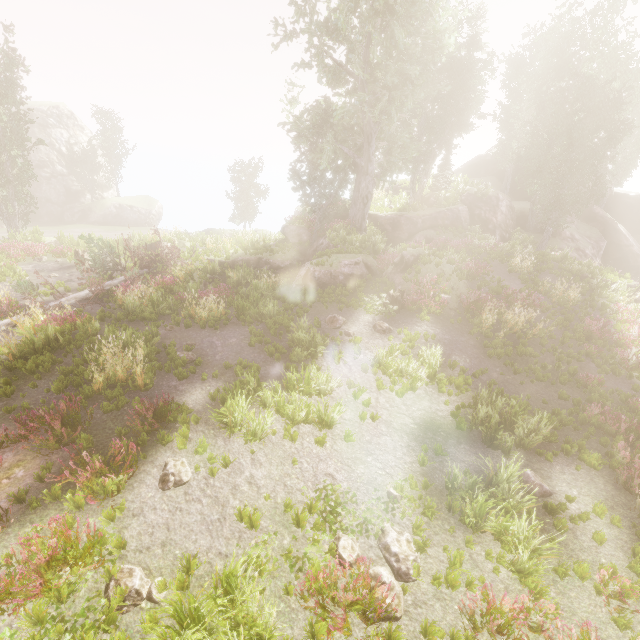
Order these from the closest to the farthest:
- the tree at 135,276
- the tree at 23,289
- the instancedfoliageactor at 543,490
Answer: the instancedfoliageactor at 543,490 < the tree at 23,289 < the tree at 135,276

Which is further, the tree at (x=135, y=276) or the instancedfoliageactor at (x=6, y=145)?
the instancedfoliageactor at (x=6, y=145)

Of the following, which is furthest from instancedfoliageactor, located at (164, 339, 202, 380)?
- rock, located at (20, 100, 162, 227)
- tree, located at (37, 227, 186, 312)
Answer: tree, located at (37, 227, 186, 312)

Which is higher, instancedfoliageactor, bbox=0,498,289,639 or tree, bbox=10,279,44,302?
tree, bbox=10,279,44,302

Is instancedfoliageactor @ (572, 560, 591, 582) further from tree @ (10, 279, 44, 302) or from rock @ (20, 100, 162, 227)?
tree @ (10, 279, 44, 302)

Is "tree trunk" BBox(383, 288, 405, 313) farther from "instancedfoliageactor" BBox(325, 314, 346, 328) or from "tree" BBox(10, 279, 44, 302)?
"tree" BBox(10, 279, 44, 302)

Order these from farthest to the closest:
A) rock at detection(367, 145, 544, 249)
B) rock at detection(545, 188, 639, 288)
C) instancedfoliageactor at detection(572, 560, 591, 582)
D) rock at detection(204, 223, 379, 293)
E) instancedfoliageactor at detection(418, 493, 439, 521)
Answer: rock at detection(545, 188, 639, 288) → rock at detection(367, 145, 544, 249) → rock at detection(204, 223, 379, 293) → instancedfoliageactor at detection(418, 493, 439, 521) → instancedfoliageactor at detection(572, 560, 591, 582)

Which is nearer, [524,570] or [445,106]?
[524,570]
